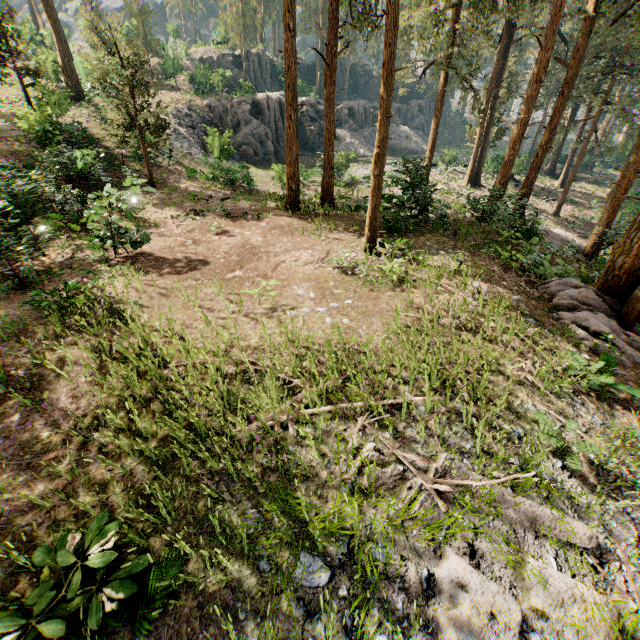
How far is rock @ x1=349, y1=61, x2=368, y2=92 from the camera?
59.1 meters

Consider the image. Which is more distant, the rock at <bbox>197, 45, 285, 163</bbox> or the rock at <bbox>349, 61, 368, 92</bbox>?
the rock at <bbox>349, 61, 368, 92</bbox>

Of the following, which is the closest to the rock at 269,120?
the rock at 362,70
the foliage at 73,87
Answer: the foliage at 73,87

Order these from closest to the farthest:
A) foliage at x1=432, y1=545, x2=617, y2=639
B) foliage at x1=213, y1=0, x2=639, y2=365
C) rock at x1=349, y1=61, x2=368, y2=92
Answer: foliage at x1=432, y1=545, x2=617, y2=639
foliage at x1=213, y1=0, x2=639, y2=365
rock at x1=349, y1=61, x2=368, y2=92

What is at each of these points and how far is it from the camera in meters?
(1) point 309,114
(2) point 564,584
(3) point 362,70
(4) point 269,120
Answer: (1) rock, 38.9 m
(2) foliage, 4.1 m
(3) rock, 59.7 m
(4) rock, 34.1 m

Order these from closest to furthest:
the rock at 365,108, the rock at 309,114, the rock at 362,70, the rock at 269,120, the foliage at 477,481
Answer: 1. the foliage at 477,481
2. the rock at 269,120
3. the rock at 309,114
4. the rock at 365,108
5. the rock at 362,70

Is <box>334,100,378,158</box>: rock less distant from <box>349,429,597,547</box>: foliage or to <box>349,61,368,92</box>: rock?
<box>349,429,597,547</box>: foliage

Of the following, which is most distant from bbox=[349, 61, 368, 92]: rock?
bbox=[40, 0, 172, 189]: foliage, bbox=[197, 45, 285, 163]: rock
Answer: bbox=[197, 45, 285, 163]: rock
